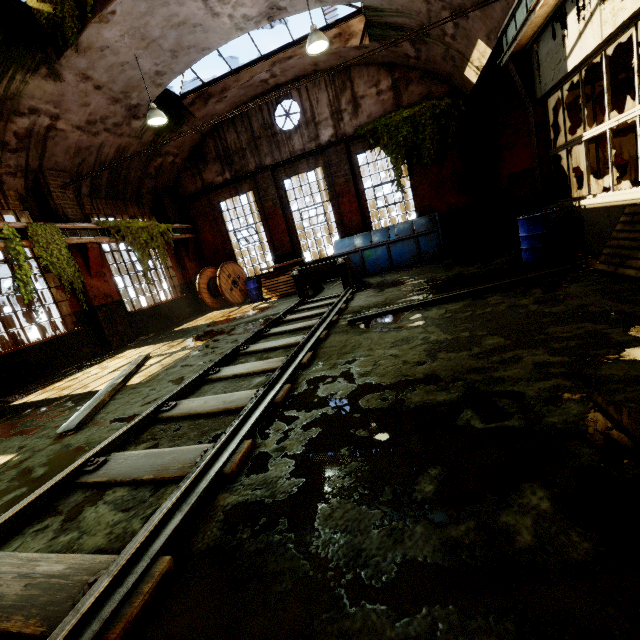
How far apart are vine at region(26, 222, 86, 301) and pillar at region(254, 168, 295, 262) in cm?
695

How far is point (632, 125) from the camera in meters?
6.4 m

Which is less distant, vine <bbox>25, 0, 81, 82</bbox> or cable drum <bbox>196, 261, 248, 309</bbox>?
vine <bbox>25, 0, 81, 82</bbox>

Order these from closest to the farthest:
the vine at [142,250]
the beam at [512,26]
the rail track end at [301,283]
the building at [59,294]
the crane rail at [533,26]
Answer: the crane rail at [533,26] < the beam at [512,26] < the rail track end at [301,283] < the building at [59,294] < the vine at [142,250]

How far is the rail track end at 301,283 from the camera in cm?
895

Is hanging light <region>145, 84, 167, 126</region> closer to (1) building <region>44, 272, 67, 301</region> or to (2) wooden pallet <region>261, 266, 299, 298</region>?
(1) building <region>44, 272, 67, 301</region>

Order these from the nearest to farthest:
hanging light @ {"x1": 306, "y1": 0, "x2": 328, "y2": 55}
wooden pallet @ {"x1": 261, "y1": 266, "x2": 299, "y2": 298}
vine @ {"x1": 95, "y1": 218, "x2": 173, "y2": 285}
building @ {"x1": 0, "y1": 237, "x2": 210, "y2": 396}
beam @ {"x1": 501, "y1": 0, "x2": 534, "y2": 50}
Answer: beam @ {"x1": 501, "y1": 0, "x2": 534, "y2": 50} < hanging light @ {"x1": 306, "y1": 0, "x2": 328, "y2": 55} < building @ {"x1": 0, "y1": 237, "x2": 210, "y2": 396} < vine @ {"x1": 95, "y1": 218, "x2": 173, "y2": 285} < wooden pallet @ {"x1": 261, "y1": 266, "x2": 299, "y2": 298}

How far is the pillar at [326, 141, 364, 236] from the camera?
12.4m
